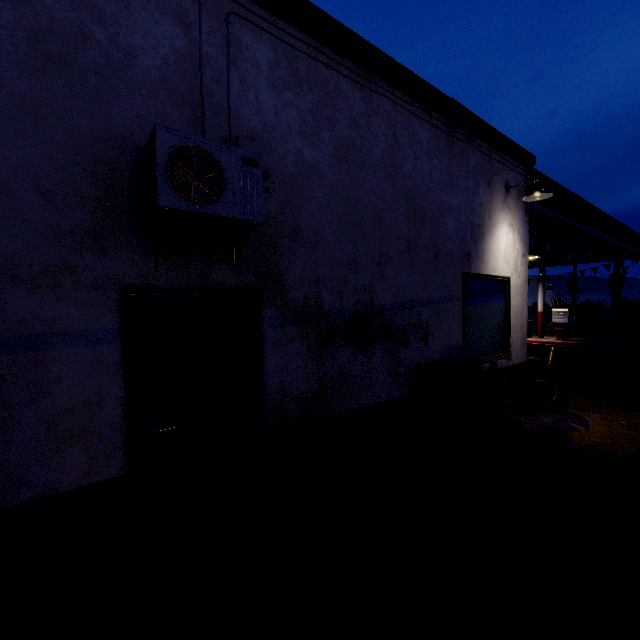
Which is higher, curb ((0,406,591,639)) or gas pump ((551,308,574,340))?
gas pump ((551,308,574,340))

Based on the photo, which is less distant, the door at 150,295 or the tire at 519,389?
the door at 150,295

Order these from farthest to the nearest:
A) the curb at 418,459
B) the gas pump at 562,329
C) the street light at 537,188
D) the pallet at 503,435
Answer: the gas pump at 562,329 < the street light at 537,188 < the pallet at 503,435 < the curb at 418,459

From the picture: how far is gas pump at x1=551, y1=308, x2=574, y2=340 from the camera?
15.1m

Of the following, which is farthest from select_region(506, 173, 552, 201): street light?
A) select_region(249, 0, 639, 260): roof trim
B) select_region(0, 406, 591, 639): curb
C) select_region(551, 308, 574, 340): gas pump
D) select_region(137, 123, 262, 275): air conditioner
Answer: select_region(551, 308, 574, 340): gas pump

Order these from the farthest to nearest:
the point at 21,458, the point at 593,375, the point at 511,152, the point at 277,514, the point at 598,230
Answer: the point at 598,230, the point at 593,375, the point at 511,152, the point at 277,514, the point at 21,458

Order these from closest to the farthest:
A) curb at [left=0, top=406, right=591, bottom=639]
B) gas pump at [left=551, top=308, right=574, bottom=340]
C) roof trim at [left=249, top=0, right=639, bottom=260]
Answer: curb at [left=0, top=406, right=591, bottom=639], roof trim at [left=249, top=0, right=639, bottom=260], gas pump at [left=551, top=308, right=574, bottom=340]

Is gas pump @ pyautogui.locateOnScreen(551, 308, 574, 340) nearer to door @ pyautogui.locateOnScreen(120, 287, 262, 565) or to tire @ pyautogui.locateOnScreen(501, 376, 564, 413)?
tire @ pyautogui.locateOnScreen(501, 376, 564, 413)
